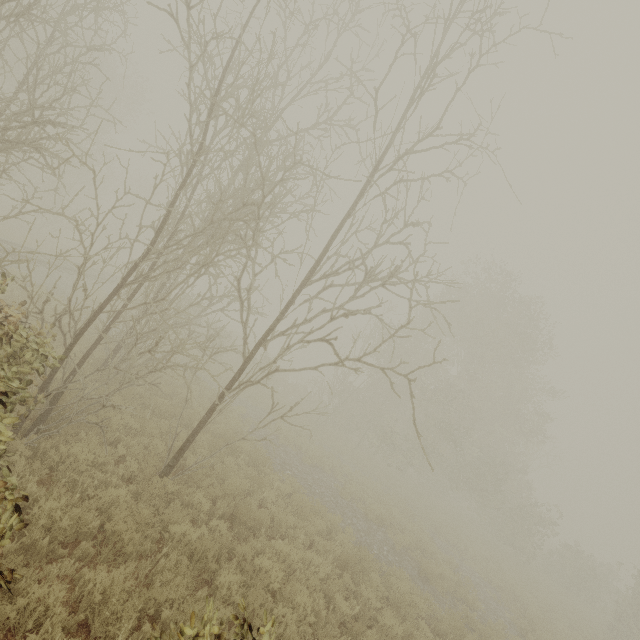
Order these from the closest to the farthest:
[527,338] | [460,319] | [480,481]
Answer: [527,338]
[460,319]
[480,481]
